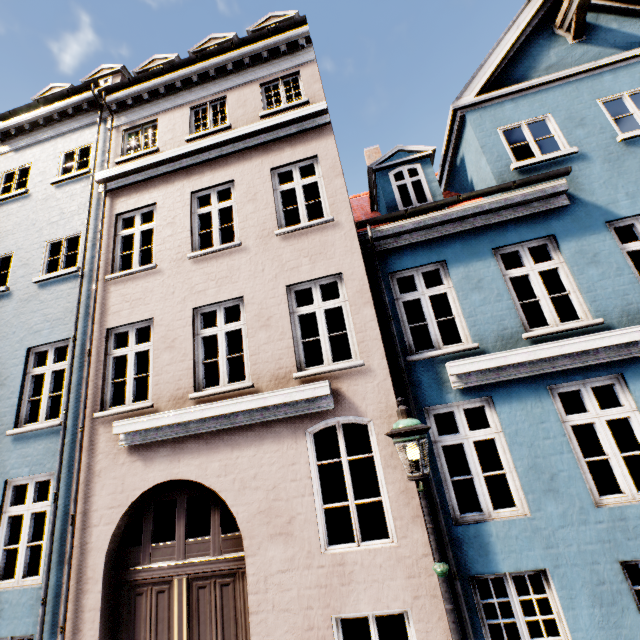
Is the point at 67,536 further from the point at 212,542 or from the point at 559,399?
Answer: the point at 559,399

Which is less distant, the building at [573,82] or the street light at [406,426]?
the street light at [406,426]

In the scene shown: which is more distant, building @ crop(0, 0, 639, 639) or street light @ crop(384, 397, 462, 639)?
building @ crop(0, 0, 639, 639)
